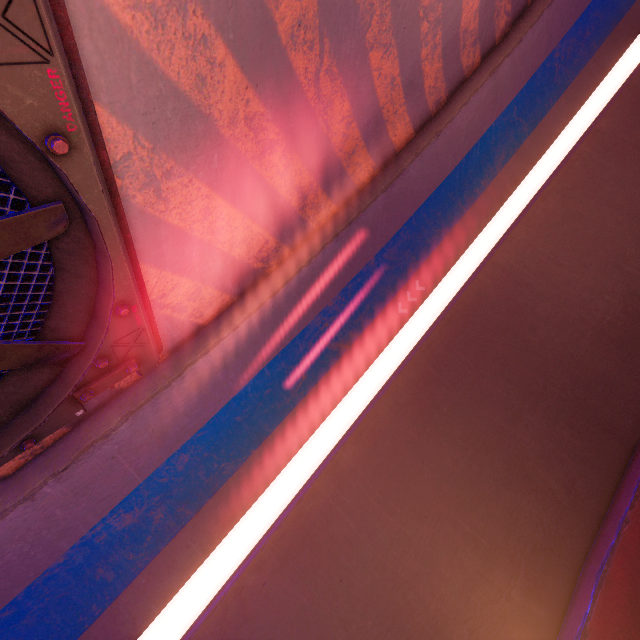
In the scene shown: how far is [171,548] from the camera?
7.0m

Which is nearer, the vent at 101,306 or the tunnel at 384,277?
the vent at 101,306

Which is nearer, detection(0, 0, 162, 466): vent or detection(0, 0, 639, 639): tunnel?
detection(0, 0, 162, 466): vent
